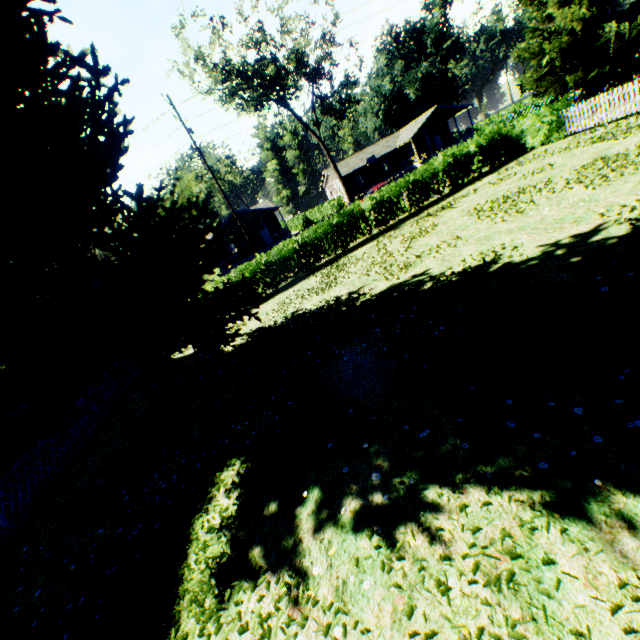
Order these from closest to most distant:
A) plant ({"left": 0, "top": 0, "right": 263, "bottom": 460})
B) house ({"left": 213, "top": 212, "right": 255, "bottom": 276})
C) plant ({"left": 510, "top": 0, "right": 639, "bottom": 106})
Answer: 1. plant ({"left": 0, "top": 0, "right": 263, "bottom": 460})
2. plant ({"left": 510, "top": 0, "right": 639, "bottom": 106})
3. house ({"left": 213, "top": 212, "right": 255, "bottom": 276})

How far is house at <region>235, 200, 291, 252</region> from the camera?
39.8 meters

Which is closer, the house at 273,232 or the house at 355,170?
the house at 273,232

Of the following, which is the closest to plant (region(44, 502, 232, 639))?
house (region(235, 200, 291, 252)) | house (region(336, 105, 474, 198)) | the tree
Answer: the tree

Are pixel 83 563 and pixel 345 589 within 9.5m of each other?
yes

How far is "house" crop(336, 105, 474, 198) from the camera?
46.53m
